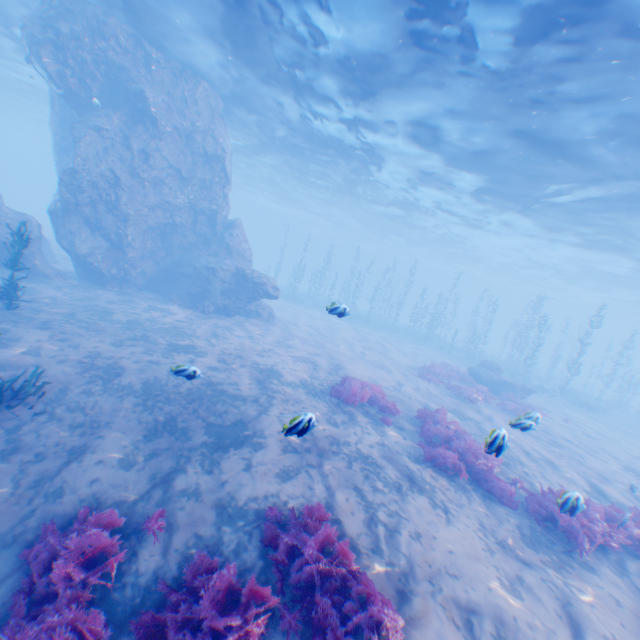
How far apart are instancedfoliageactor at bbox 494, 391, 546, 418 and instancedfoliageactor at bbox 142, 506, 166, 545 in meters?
16.8 m

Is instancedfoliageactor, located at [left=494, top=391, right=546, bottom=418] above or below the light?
below

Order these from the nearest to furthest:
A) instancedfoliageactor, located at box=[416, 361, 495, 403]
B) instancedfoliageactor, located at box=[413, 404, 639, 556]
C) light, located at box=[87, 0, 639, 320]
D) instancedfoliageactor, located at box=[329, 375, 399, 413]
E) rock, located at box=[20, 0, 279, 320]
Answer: instancedfoliageactor, located at box=[413, 404, 639, 556]
light, located at box=[87, 0, 639, 320]
instancedfoliageactor, located at box=[329, 375, 399, 413]
rock, located at box=[20, 0, 279, 320]
instancedfoliageactor, located at box=[416, 361, 495, 403]

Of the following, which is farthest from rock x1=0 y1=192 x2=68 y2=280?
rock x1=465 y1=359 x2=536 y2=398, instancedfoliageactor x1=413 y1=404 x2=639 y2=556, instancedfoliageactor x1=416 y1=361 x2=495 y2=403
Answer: instancedfoliageactor x1=416 y1=361 x2=495 y2=403

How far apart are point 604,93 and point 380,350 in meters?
16.6

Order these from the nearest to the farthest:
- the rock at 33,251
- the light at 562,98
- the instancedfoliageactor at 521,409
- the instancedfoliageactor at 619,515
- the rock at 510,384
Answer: the instancedfoliageactor at 619,515
the instancedfoliageactor at 521,409
the light at 562,98
the rock at 33,251
the rock at 510,384

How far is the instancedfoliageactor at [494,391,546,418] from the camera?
9.12m

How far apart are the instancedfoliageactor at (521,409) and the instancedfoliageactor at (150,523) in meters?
16.8
